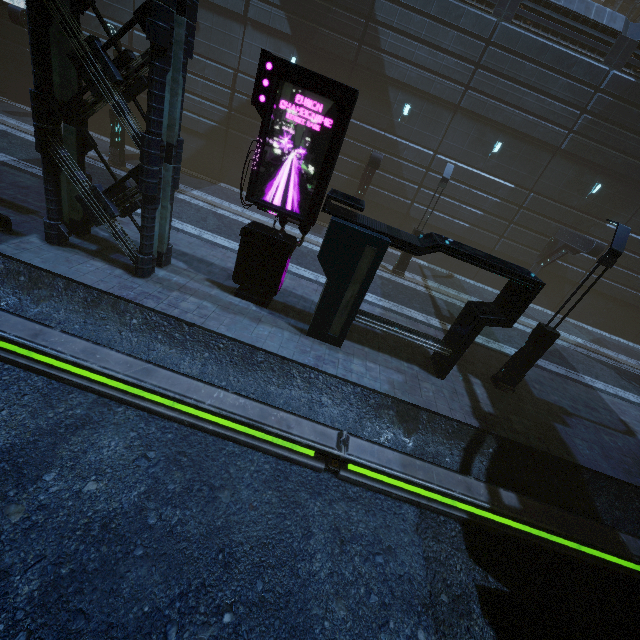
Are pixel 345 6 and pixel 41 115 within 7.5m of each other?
no

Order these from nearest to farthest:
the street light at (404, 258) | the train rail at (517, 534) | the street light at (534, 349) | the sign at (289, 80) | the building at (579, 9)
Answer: the train rail at (517, 534)
the sign at (289, 80)
the street light at (534, 349)
the building at (579, 9)
the street light at (404, 258)

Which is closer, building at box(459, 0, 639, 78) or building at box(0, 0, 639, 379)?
building at box(0, 0, 639, 379)

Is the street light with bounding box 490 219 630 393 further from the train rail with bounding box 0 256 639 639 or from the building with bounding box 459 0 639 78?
the train rail with bounding box 0 256 639 639

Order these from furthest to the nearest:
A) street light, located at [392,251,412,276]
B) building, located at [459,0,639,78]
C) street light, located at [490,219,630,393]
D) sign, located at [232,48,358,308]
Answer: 1. street light, located at [392,251,412,276]
2. building, located at [459,0,639,78]
3. street light, located at [490,219,630,393]
4. sign, located at [232,48,358,308]

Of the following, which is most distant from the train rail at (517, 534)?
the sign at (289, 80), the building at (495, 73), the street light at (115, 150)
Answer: the street light at (115, 150)

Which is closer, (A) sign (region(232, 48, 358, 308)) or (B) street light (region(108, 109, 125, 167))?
(A) sign (region(232, 48, 358, 308))

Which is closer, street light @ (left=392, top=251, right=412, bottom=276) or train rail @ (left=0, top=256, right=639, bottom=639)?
train rail @ (left=0, top=256, right=639, bottom=639)
